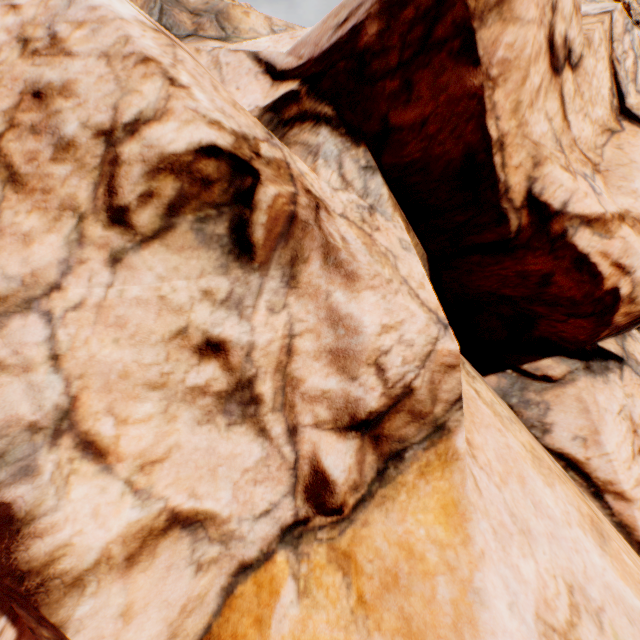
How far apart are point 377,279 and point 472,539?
3.77m
